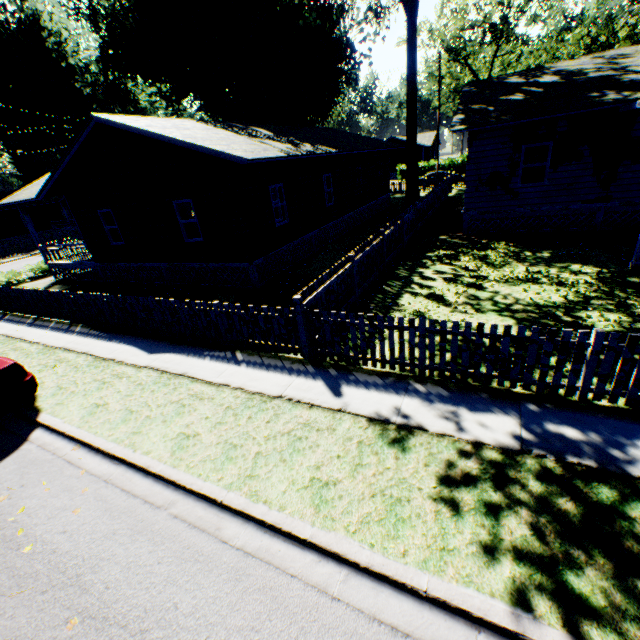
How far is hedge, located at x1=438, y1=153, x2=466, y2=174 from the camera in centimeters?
4466cm

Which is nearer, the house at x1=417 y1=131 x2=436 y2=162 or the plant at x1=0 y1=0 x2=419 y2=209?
the plant at x1=0 y1=0 x2=419 y2=209

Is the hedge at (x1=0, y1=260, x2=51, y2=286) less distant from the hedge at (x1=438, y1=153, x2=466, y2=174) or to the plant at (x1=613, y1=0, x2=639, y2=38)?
the plant at (x1=613, y1=0, x2=639, y2=38)

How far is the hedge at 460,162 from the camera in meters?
44.7 m

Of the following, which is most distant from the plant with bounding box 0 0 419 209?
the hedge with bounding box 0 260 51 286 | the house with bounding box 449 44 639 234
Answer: the hedge with bounding box 0 260 51 286

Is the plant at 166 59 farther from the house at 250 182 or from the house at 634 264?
the house at 250 182

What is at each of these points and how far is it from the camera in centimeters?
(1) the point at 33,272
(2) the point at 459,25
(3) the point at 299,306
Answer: (1) hedge, 1994cm
(2) tree, 3825cm
(3) fence, 665cm

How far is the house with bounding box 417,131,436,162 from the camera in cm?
5371
